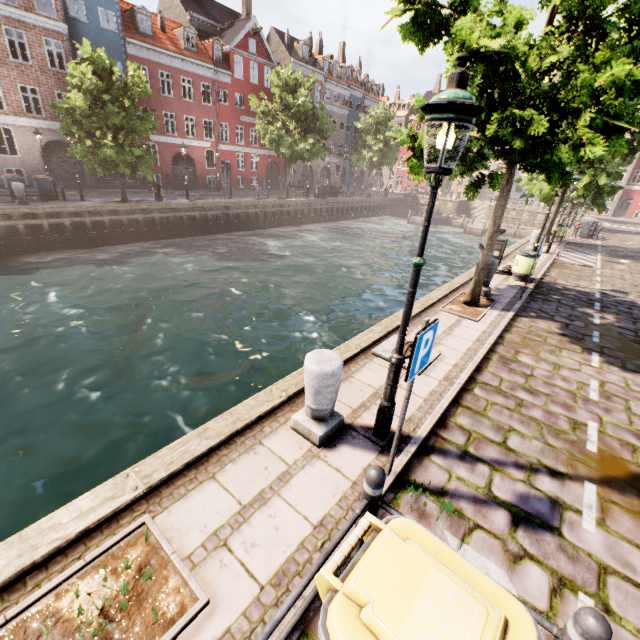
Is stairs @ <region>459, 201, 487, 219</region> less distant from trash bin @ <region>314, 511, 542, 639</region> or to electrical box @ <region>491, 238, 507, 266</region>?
electrical box @ <region>491, 238, 507, 266</region>

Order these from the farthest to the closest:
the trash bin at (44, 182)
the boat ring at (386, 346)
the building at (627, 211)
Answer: the building at (627, 211) < the trash bin at (44, 182) < the boat ring at (386, 346)

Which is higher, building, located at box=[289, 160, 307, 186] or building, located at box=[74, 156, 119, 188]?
building, located at box=[289, 160, 307, 186]

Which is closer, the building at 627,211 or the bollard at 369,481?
the bollard at 369,481

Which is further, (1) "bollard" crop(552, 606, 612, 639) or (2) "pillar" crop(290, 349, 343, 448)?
(2) "pillar" crop(290, 349, 343, 448)

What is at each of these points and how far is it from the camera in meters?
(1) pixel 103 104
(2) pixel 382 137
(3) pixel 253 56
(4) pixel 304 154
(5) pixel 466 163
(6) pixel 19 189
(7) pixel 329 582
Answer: (1) tree, 17.5
(2) tree, 38.7
(3) building, 33.3
(4) tree, 27.8
(5) tree, 8.4
(6) pillar, 16.9
(7) trash bin, 1.7

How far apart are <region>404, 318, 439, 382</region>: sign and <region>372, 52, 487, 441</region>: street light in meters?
0.4 m

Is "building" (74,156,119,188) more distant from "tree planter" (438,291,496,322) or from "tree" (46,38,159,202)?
"tree planter" (438,291,496,322)
